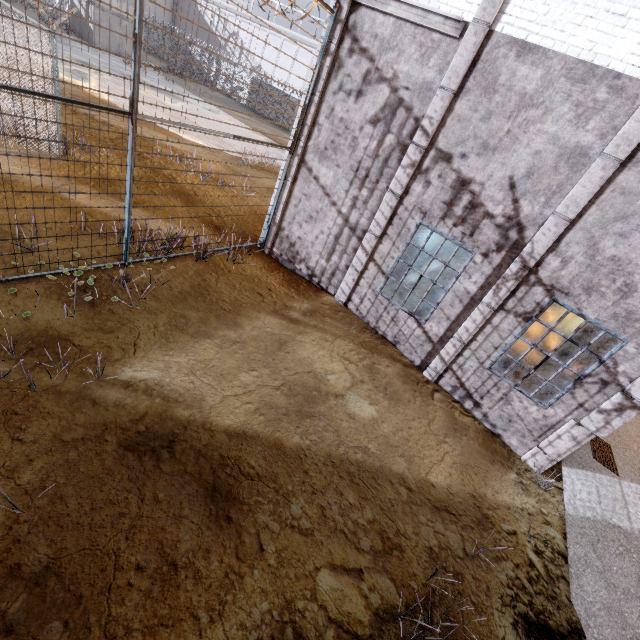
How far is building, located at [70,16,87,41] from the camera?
26.9 meters

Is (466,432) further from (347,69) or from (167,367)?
(347,69)

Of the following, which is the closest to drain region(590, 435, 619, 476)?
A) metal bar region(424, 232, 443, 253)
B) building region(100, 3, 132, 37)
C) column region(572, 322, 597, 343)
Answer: column region(572, 322, 597, 343)

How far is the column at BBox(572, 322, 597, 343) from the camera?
9.48m

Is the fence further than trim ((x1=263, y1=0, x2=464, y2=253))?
No

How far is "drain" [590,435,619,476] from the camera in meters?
7.4

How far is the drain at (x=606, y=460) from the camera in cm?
741

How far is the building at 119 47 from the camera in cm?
2761
